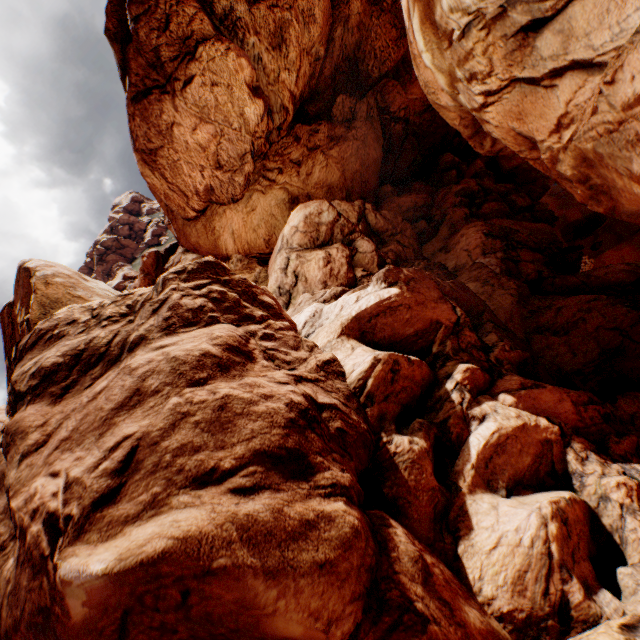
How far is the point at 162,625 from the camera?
6.4 meters
